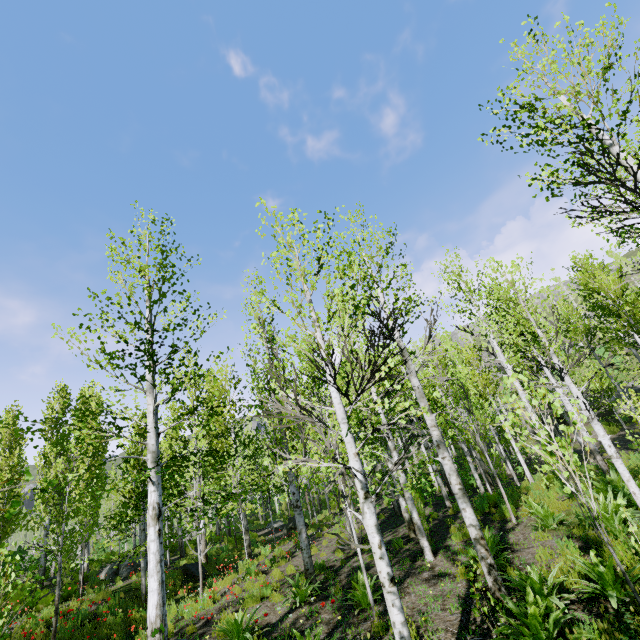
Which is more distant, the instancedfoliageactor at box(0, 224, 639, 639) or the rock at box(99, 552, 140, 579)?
the rock at box(99, 552, 140, 579)

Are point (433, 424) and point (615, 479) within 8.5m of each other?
yes

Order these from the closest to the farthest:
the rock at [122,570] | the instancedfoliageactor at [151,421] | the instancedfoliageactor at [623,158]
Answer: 1. the instancedfoliageactor at [623,158]
2. the instancedfoliageactor at [151,421]
3. the rock at [122,570]

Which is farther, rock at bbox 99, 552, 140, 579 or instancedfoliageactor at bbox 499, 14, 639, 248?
rock at bbox 99, 552, 140, 579

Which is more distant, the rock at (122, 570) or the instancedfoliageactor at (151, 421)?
the rock at (122, 570)

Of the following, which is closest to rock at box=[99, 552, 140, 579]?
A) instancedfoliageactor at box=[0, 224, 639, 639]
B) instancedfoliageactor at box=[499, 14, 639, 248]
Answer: instancedfoliageactor at box=[499, 14, 639, 248]

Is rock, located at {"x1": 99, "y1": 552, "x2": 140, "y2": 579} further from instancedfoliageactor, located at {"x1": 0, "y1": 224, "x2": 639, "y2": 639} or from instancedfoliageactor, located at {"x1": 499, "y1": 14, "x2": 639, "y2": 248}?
instancedfoliageactor, located at {"x1": 0, "y1": 224, "x2": 639, "y2": 639}
